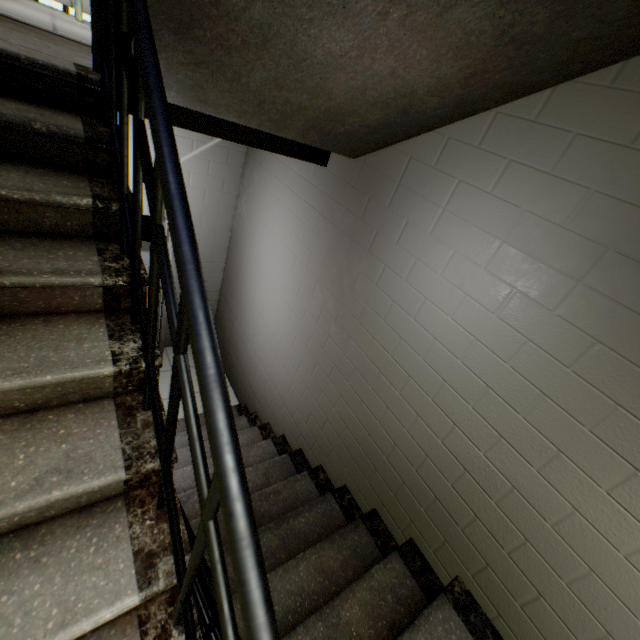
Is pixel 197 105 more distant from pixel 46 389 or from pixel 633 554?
pixel 633 554

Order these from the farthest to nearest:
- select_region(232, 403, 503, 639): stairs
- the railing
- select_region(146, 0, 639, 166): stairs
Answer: select_region(232, 403, 503, 639): stairs
select_region(146, 0, 639, 166): stairs
the railing

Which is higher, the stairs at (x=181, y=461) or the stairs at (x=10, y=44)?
the stairs at (x=10, y=44)

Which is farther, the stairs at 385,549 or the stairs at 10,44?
the stairs at 385,549

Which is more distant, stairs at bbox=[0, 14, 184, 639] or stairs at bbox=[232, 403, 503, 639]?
stairs at bbox=[232, 403, 503, 639]

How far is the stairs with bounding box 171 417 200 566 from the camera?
1.10m

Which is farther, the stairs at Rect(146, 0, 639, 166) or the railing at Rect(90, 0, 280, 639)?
the stairs at Rect(146, 0, 639, 166)
